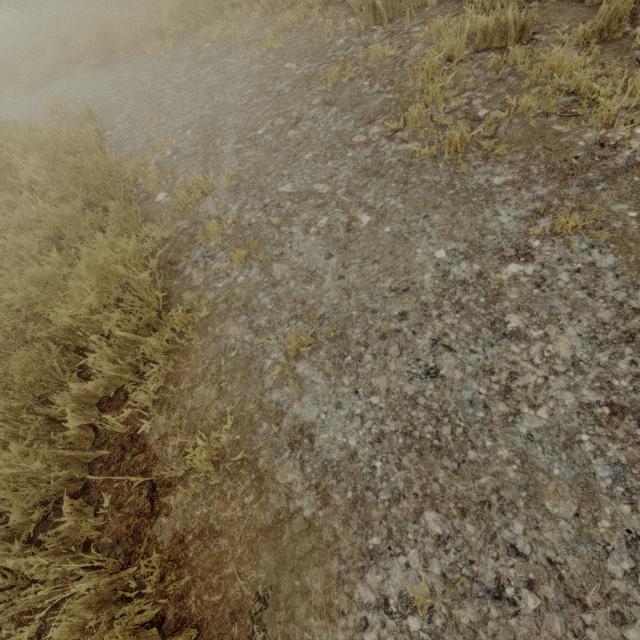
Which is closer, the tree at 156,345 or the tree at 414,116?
the tree at 156,345

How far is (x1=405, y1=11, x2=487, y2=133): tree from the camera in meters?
3.1 m

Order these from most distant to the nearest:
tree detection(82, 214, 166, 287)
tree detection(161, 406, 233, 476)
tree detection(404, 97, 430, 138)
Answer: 1. tree detection(404, 97, 430, 138)
2. tree detection(82, 214, 166, 287)
3. tree detection(161, 406, 233, 476)

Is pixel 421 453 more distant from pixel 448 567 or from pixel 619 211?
pixel 619 211

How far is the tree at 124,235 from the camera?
2.47m

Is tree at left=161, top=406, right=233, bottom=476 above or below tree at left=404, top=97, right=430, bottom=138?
below

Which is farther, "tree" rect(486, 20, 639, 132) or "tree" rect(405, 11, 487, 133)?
"tree" rect(405, 11, 487, 133)
